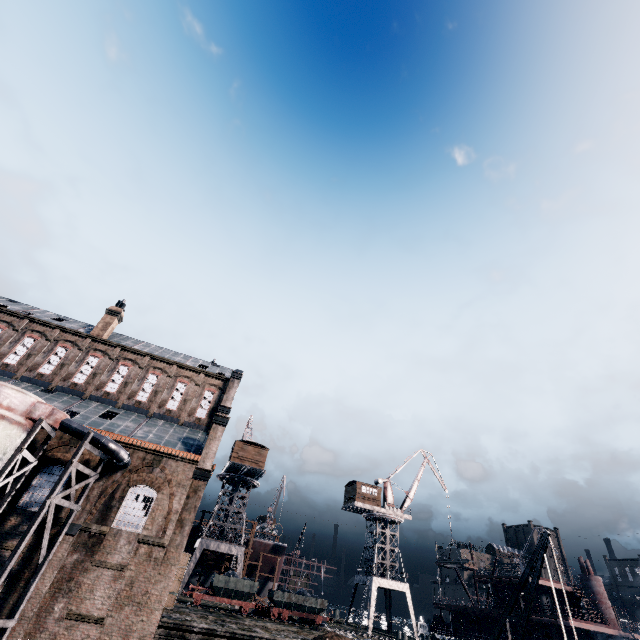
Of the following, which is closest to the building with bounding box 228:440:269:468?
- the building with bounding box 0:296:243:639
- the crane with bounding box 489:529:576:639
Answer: the building with bounding box 0:296:243:639

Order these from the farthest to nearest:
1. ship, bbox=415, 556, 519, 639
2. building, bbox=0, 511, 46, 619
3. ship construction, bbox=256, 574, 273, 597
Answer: ship construction, bbox=256, 574, 273, 597
ship, bbox=415, 556, 519, 639
building, bbox=0, 511, 46, 619

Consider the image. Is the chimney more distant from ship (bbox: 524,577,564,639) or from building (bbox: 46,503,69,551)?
ship (bbox: 524,577,564,639)

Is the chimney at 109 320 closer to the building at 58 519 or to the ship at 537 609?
the building at 58 519

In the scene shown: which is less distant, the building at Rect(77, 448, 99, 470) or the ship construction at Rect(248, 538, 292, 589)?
the building at Rect(77, 448, 99, 470)

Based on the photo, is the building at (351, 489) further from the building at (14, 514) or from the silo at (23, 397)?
the silo at (23, 397)

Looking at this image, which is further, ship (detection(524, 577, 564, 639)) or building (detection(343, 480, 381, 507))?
building (detection(343, 480, 381, 507))

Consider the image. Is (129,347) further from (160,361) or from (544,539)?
(544,539)
